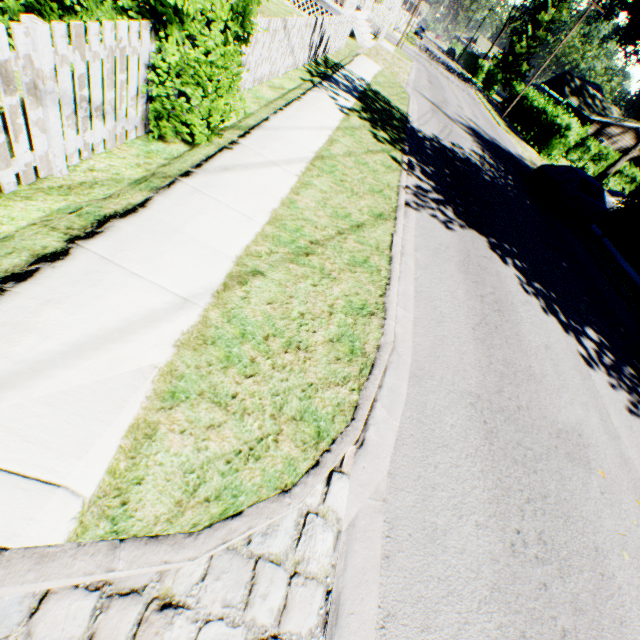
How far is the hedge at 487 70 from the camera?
48.1m

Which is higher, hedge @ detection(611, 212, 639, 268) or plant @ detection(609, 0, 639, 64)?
plant @ detection(609, 0, 639, 64)

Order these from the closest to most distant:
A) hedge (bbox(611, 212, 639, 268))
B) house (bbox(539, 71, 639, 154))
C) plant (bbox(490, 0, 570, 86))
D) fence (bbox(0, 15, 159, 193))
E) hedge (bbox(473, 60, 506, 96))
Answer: fence (bbox(0, 15, 159, 193)), hedge (bbox(611, 212, 639, 268)), house (bbox(539, 71, 639, 154)), hedge (bbox(473, 60, 506, 96)), plant (bbox(490, 0, 570, 86))

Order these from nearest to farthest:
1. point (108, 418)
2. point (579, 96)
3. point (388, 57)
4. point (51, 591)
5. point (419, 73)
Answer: point (51, 591), point (108, 418), point (388, 57), point (419, 73), point (579, 96)

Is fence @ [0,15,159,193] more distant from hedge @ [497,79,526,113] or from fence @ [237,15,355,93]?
hedge @ [497,79,526,113]

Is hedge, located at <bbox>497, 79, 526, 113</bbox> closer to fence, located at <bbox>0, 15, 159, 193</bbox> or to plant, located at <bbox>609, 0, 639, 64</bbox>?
plant, located at <bbox>609, 0, 639, 64</bbox>

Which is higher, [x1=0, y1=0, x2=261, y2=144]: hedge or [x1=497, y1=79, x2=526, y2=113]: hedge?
[x1=497, y1=79, x2=526, y2=113]: hedge

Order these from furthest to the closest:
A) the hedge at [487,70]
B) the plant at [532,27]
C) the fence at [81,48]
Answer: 1. the plant at [532,27]
2. the hedge at [487,70]
3. the fence at [81,48]
